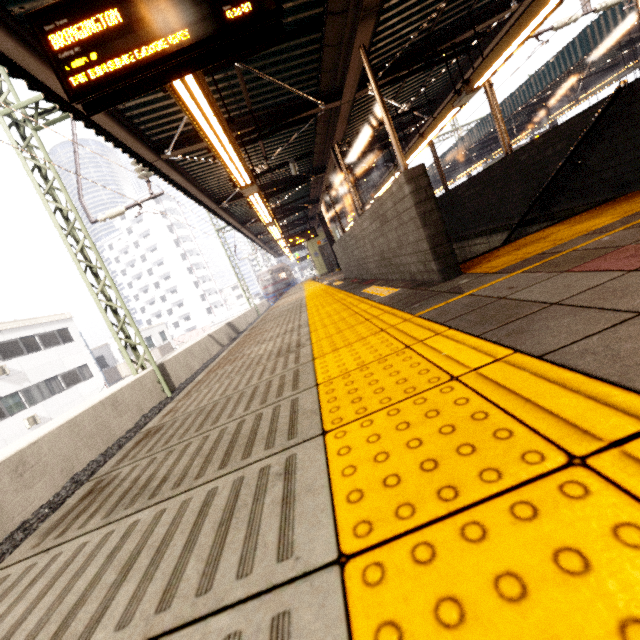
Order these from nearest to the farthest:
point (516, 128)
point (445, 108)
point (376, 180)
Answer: point (445, 108)
point (376, 180)
point (516, 128)

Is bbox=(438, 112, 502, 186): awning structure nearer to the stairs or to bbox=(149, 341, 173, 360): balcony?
the stairs

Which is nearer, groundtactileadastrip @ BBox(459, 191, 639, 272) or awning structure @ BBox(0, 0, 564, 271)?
groundtactileadastrip @ BBox(459, 191, 639, 272)

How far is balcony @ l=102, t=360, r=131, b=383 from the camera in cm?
2831

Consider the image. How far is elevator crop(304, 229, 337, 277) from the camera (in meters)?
21.66

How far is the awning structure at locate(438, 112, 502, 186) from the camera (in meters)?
18.45

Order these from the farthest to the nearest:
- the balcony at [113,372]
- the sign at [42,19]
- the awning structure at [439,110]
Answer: the balcony at [113,372] < the awning structure at [439,110] < the sign at [42,19]

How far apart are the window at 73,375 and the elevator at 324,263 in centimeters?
1874cm
